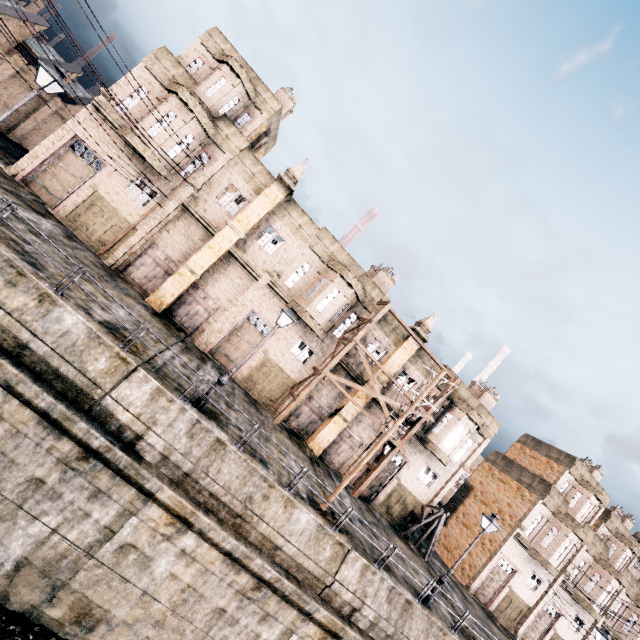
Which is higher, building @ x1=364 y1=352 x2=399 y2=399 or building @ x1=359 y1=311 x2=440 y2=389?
building @ x1=359 y1=311 x2=440 y2=389

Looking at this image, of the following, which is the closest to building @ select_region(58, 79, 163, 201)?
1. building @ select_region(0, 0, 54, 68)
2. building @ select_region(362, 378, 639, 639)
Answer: building @ select_region(362, 378, 639, 639)

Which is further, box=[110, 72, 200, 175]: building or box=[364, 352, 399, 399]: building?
box=[364, 352, 399, 399]: building

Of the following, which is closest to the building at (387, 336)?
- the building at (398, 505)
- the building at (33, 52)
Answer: the building at (398, 505)

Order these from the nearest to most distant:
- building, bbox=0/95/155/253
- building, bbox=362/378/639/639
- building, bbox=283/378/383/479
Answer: building, bbox=0/95/155/253 → building, bbox=283/378/383/479 → building, bbox=362/378/639/639

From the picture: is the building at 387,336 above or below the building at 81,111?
above

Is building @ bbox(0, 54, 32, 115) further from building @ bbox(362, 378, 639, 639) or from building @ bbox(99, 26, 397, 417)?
building @ bbox(362, 378, 639, 639)

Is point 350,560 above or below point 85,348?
above
